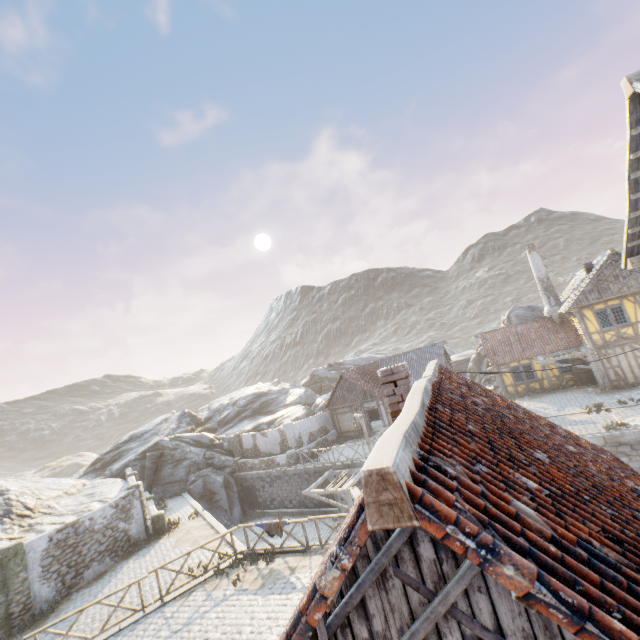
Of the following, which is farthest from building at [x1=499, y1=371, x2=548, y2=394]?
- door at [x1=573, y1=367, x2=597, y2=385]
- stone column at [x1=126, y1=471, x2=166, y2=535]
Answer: stone column at [x1=126, y1=471, x2=166, y2=535]

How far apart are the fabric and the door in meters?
24.4

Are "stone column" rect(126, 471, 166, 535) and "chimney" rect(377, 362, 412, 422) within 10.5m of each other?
no

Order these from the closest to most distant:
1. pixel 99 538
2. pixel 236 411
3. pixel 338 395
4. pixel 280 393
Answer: pixel 99 538 → pixel 338 395 → pixel 236 411 → pixel 280 393

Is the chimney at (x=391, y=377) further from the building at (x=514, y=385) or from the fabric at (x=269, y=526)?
the building at (x=514, y=385)

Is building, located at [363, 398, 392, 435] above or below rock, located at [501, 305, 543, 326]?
below

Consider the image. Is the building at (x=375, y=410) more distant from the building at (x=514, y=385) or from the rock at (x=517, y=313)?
the building at (x=514, y=385)

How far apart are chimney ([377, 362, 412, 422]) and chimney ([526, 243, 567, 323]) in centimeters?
2698cm
